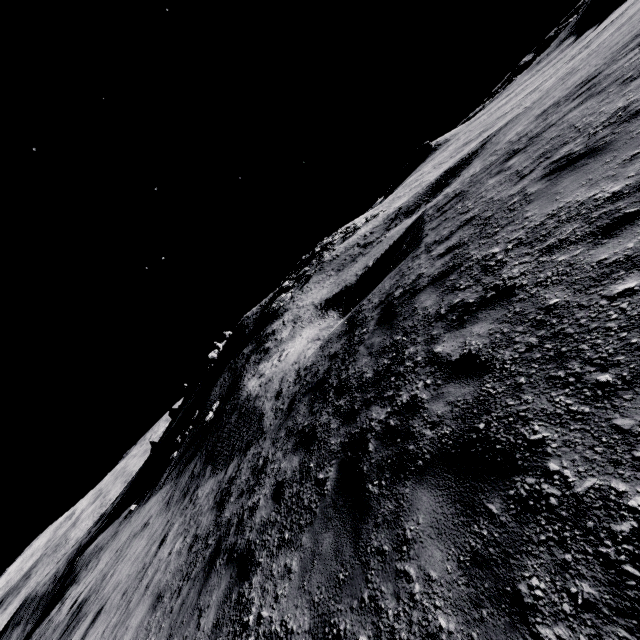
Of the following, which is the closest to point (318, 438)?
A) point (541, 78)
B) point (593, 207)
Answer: point (593, 207)

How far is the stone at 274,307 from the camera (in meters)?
34.69

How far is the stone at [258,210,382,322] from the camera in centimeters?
3469cm
